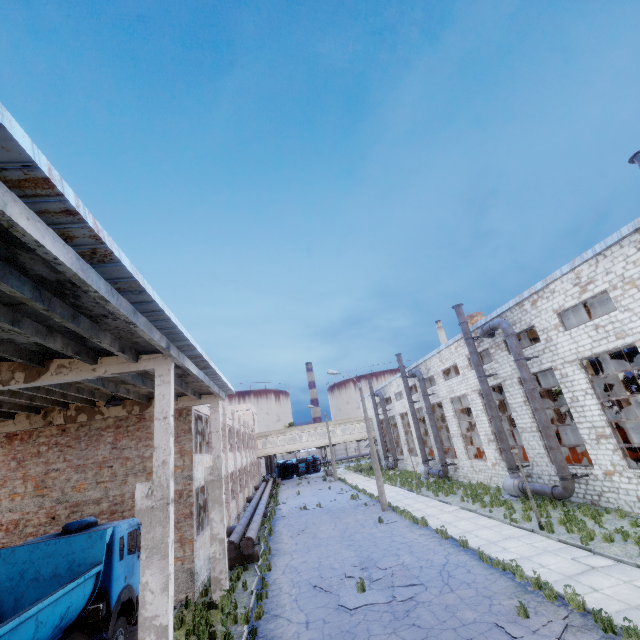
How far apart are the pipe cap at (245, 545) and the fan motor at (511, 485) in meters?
15.5 m

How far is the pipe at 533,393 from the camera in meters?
16.5

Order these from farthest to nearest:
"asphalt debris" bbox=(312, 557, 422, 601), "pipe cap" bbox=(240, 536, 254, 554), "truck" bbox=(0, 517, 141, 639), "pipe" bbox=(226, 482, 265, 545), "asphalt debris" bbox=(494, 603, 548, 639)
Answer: "pipe" bbox=(226, 482, 265, 545) < "pipe cap" bbox=(240, 536, 254, 554) < "asphalt debris" bbox=(312, 557, 422, 601) < "asphalt debris" bbox=(494, 603, 548, 639) < "truck" bbox=(0, 517, 141, 639)

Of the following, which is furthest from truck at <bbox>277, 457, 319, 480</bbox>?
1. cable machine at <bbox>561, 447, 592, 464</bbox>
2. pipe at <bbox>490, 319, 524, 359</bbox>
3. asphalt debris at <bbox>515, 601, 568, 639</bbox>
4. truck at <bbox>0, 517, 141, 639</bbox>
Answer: asphalt debris at <bbox>515, 601, 568, 639</bbox>

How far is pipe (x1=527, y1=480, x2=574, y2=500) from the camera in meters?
16.2 m

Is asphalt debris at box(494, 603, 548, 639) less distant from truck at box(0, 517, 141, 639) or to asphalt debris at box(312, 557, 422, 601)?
asphalt debris at box(312, 557, 422, 601)

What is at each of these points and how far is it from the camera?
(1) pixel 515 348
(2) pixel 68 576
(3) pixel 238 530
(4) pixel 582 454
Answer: (1) pipe, 18.67m
(2) truck, 8.59m
(3) pipe, 17.92m
(4) cable machine, 19.56m

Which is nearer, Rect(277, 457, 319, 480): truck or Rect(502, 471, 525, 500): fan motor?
Rect(502, 471, 525, 500): fan motor
